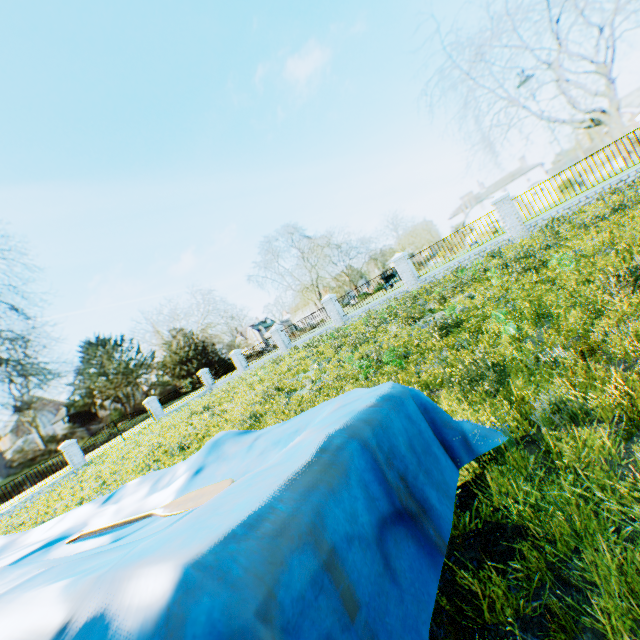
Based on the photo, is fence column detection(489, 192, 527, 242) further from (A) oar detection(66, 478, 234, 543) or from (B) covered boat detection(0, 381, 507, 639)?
(A) oar detection(66, 478, 234, 543)

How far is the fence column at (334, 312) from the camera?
21.4m

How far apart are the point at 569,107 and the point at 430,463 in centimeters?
6224cm

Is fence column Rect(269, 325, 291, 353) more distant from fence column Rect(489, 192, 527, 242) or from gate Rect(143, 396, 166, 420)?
fence column Rect(489, 192, 527, 242)

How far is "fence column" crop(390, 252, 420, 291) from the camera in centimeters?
1820cm

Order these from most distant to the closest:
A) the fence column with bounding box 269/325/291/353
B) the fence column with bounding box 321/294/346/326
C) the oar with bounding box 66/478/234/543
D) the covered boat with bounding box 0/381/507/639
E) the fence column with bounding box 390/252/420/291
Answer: the fence column with bounding box 269/325/291/353, the fence column with bounding box 321/294/346/326, the fence column with bounding box 390/252/420/291, the oar with bounding box 66/478/234/543, the covered boat with bounding box 0/381/507/639

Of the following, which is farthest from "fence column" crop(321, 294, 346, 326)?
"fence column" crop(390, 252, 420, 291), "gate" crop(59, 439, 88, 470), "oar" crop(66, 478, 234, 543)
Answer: "gate" crop(59, 439, 88, 470)

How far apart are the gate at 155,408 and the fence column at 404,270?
22.2m
